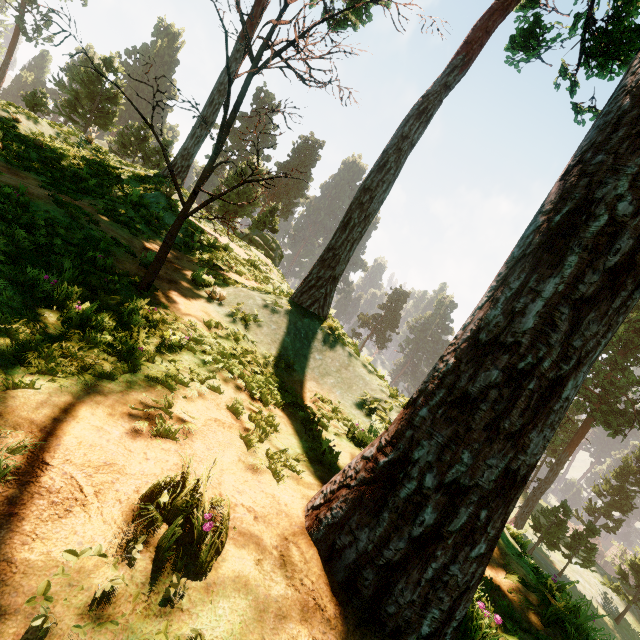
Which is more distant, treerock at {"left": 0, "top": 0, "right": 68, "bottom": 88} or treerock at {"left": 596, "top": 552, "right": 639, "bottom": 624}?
treerock at {"left": 0, "top": 0, "right": 68, "bottom": 88}

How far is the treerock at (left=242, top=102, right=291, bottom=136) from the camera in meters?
4.7 m

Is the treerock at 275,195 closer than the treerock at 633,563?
Yes

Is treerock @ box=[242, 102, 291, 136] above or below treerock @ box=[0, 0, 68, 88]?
below

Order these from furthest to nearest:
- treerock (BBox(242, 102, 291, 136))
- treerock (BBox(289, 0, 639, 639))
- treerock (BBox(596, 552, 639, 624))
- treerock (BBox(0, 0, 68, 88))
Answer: treerock (BBox(0, 0, 68, 88)) < treerock (BBox(596, 552, 639, 624)) < treerock (BBox(242, 102, 291, 136)) < treerock (BBox(289, 0, 639, 639))

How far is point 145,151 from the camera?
35.0 meters
